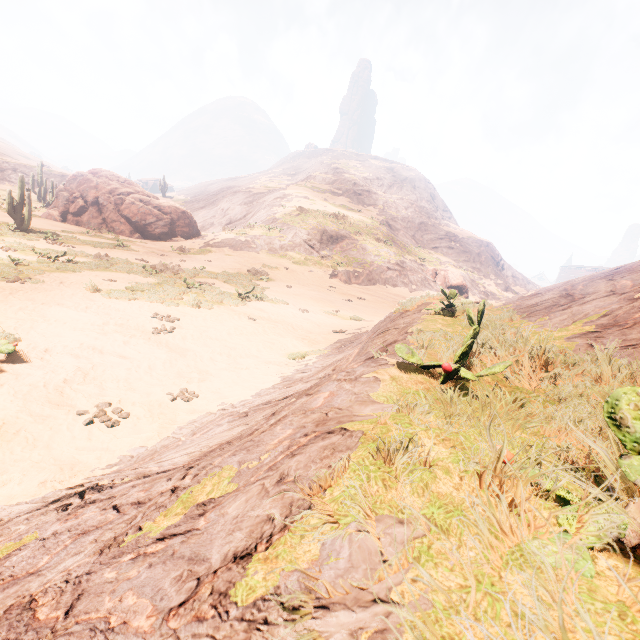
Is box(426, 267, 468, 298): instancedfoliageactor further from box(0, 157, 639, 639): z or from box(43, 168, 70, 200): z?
box(43, 168, 70, 200): z

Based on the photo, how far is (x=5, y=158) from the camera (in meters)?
59.62

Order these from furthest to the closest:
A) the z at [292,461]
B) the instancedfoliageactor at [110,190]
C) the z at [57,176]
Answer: the z at [57,176] → the instancedfoliageactor at [110,190] → the z at [292,461]

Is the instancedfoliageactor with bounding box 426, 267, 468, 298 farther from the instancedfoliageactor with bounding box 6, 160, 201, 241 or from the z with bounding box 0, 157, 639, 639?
the instancedfoliageactor with bounding box 6, 160, 201, 241

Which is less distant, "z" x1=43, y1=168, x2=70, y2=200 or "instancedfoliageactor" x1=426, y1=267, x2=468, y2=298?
"instancedfoliageactor" x1=426, y1=267, x2=468, y2=298

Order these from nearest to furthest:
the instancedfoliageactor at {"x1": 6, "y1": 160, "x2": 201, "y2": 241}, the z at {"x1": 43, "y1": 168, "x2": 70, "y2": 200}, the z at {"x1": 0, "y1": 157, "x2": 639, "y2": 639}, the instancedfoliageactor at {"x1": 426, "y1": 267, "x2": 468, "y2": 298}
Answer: the z at {"x1": 0, "y1": 157, "x2": 639, "y2": 639}, the instancedfoliageactor at {"x1": 6, "y1": 160, "x2": 201, "y2": 241}, the instancedfoliageactor at {"x1": 426, "y1": 267, "x2": 468, "y2": 298}, the z at {"x1": 43, "y1": 168, "x2": 70, "y2": 200}

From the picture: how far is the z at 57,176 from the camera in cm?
5547
